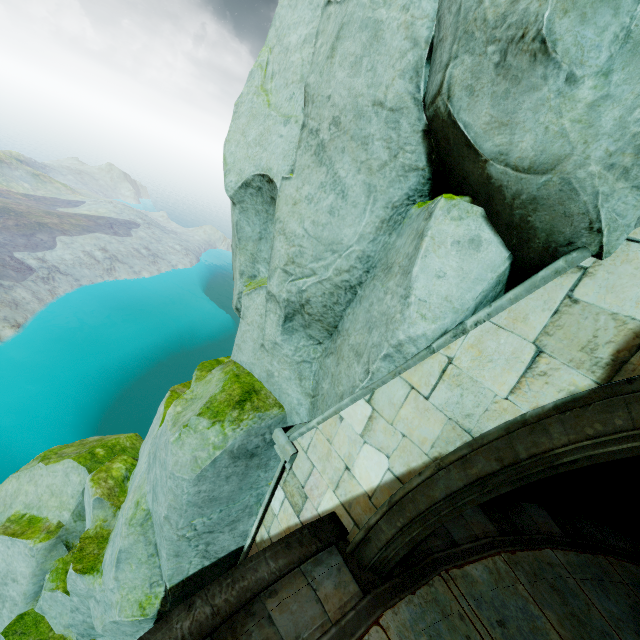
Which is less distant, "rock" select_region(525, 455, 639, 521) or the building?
the building

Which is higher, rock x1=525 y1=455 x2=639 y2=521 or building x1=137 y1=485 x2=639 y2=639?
rock x1=525 y1=455 x2=639 y2=521

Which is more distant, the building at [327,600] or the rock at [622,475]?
the rock at [622,475]

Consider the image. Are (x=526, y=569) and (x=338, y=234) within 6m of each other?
yes

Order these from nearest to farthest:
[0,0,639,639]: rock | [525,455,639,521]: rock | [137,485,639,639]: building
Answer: [0,0,639,639]: rock → [137,485,639,639]: building → [525,455,639,521]: rock

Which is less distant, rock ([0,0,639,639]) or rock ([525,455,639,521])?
rock ([0,0,639,639])

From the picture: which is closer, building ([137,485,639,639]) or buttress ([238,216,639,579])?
buttress ([238,216,639,579])

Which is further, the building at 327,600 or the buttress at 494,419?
the building at 327,600
